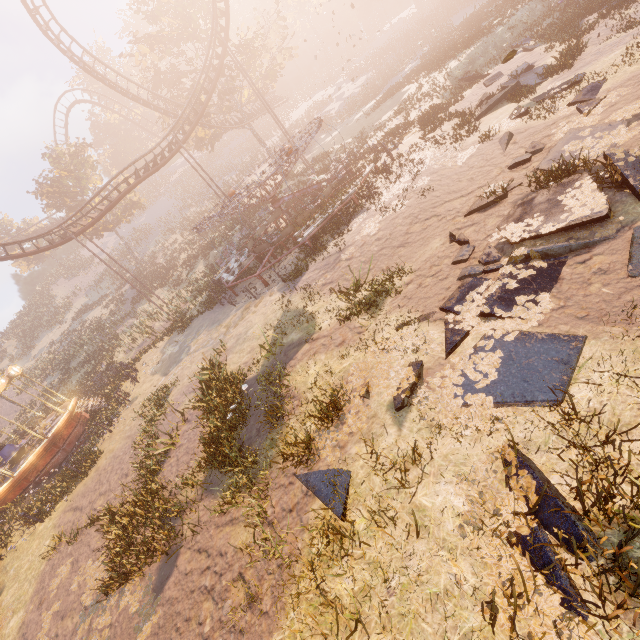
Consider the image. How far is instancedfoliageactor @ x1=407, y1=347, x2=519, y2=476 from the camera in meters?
4.6 m

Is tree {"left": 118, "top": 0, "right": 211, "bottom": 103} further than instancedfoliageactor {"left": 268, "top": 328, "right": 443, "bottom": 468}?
Yes

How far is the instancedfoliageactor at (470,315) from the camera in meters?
5.9 m

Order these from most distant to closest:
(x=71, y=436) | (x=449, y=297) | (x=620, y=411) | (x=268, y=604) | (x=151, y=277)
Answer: (x=151, y=277) → (x=71, y=436) → (x=449, y=297) → (x=268, y=604) → (x=620, y=411)

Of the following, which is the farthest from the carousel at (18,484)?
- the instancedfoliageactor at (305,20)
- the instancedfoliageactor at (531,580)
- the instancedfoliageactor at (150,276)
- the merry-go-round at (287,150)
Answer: the instancedfoliageactor at (305,20)

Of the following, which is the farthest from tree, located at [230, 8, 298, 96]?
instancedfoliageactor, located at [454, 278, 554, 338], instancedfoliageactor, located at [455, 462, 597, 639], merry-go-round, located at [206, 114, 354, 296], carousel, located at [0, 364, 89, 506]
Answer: instancedfoliageactor, located at [455, 462, 597, 639]

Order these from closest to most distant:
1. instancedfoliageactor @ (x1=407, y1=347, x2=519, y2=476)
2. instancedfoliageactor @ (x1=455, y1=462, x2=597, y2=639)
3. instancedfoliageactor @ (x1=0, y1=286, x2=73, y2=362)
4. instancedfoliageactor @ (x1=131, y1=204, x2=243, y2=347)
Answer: instancedfoliageactor @ (x1=455, y1=462, x2=597, y2=639) < instancedfoliageactor @ (x1=407, y1=347, x2=519, y2=476) < instancedfoliageactor @ (x1=131, y1=204, x2=243, y2=347) < instancedfoliageactor @ (x1=0, y1=286, x2=73, y2=362)
